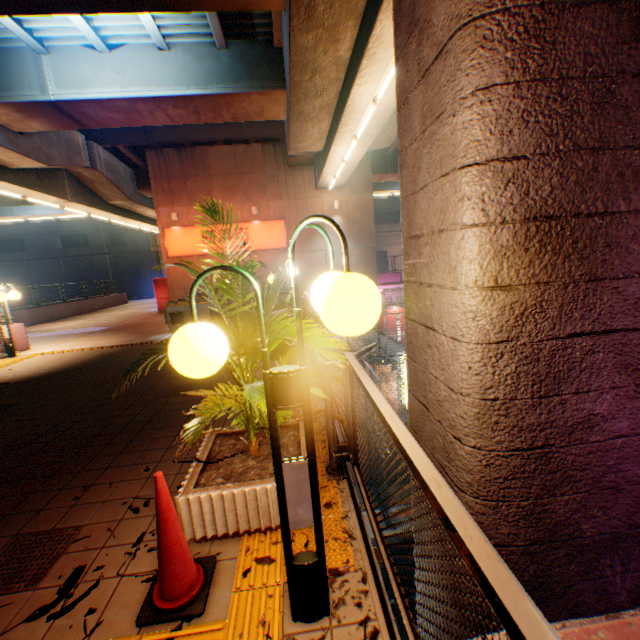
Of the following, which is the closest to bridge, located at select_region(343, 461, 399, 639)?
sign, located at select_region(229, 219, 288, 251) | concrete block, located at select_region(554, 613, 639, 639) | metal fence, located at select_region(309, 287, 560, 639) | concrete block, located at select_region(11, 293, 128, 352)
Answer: metal fence, located at select_region(309, 287, 560, 639)

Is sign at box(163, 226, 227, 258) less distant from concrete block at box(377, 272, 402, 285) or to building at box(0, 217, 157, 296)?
concrete block at box(377, 272, 402, 285)

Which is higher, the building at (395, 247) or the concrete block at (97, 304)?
the building at (395, 247)

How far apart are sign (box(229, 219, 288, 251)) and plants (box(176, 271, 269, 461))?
15.20m

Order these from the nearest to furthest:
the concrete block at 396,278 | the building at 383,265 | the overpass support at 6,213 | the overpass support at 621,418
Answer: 1. the overpass support at 621,418
2. the overpass support at 6,213
3. the concrete block at 396,278
4. the building at 383,265

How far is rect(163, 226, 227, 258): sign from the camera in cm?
1774

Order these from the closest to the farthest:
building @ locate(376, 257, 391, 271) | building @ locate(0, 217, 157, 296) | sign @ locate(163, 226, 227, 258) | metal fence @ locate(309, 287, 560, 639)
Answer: metal fence @ locate(309, 287, 560, 639)
sign @ locate(163, 226, 227, 258)
building @ locate(0, 217, 157, 296)
building @ locate(376, 257, 391, 271)

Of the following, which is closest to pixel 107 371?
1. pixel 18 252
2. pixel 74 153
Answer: pixel 74 153
